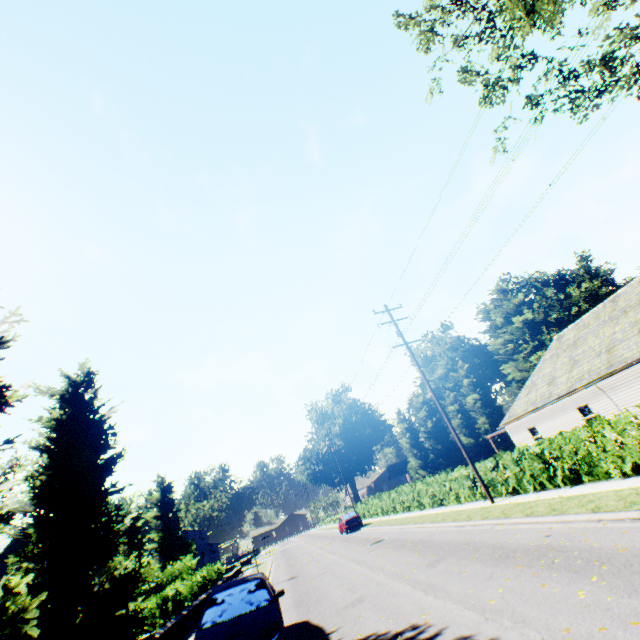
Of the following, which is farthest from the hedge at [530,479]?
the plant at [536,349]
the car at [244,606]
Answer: the car at [244,606]

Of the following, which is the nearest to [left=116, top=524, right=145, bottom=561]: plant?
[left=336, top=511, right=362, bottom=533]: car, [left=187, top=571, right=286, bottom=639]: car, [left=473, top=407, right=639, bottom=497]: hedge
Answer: [left=473, top=407, right=639, bottom=497]: hedge

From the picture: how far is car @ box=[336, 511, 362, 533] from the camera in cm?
3125

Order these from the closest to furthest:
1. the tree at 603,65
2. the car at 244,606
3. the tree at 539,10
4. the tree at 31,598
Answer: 1. the car at 244,606
2. the tree at 31,598
3. the tree at 603,65
4. the tree at 539,10

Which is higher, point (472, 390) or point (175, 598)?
point (472, 390)

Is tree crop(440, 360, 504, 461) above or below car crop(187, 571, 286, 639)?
above

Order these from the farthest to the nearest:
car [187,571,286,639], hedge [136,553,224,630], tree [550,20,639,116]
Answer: hedge [136,553,224,630], tree [550,20,639,116], car [187,571,286,639]

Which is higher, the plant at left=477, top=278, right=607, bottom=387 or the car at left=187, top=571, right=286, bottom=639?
the plant at left=477, top=278, right=607, bottom=387
